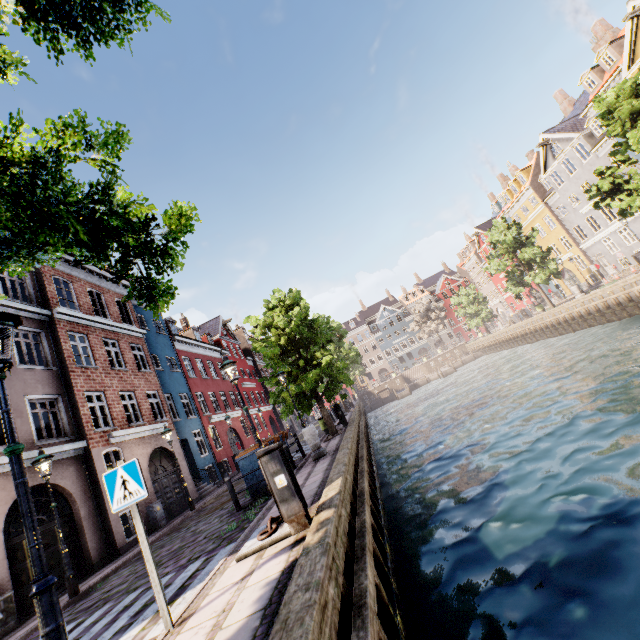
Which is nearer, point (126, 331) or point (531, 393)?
point (531, 393)

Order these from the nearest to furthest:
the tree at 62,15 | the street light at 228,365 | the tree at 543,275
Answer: the tree at 62,15 → the street light at 228,365 → the tree at 543,275

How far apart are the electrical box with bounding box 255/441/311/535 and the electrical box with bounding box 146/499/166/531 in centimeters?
1198cm

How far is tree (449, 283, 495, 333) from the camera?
45.00m

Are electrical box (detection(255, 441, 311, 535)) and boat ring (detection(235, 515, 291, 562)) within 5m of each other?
yes

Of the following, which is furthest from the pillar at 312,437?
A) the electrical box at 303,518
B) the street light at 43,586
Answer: the electrical box at 303,518

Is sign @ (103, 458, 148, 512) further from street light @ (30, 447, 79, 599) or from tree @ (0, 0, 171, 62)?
tree @ (0, 0, 171, 62)

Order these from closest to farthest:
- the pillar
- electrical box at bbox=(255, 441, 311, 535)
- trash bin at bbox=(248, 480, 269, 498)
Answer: electrical box at bbox=(255, 441, 311, 535)
trash bin at bbox=(248, 480, 269, 498)
the pillar
